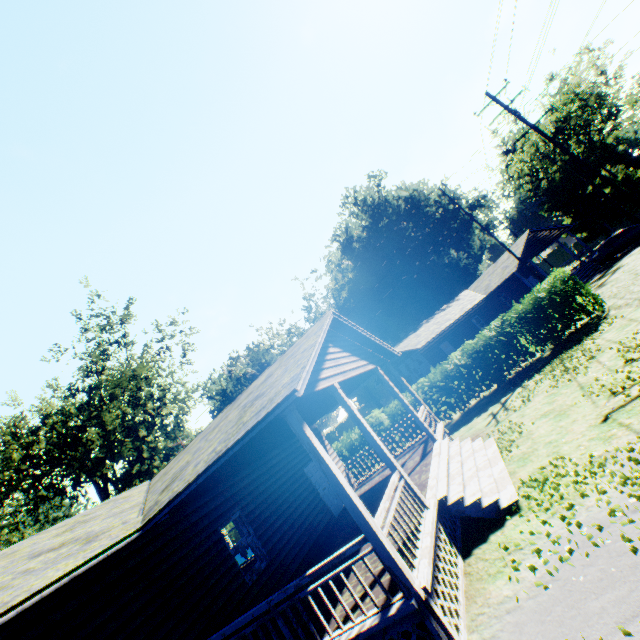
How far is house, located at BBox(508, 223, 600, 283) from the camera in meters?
29.4

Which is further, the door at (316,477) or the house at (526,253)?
the house at (526,253)

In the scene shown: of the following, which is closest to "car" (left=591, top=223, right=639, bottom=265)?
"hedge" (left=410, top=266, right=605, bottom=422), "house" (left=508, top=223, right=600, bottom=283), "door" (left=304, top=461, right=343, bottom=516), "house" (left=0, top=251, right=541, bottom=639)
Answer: "house" (left=508, top=223, right=600, bottom=283)

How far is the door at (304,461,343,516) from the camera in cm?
1290

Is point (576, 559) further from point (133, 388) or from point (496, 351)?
point (133, 388)

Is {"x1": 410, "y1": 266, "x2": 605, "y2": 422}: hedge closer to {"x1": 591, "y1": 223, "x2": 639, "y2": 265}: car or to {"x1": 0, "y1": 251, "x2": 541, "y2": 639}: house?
{"x1": 0, "y1": 251, "x2": 541, "y2": 639}: house

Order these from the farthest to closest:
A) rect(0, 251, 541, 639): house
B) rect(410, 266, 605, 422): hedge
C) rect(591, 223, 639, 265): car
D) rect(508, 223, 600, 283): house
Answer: rect(508, 223, 600, 283): house → rect(591, 223, 639, 265): car → rect(410, 266, 605, 422): hedge → rect(0, 251, 541, 639): house

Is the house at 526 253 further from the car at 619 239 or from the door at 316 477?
the door at 316 477
